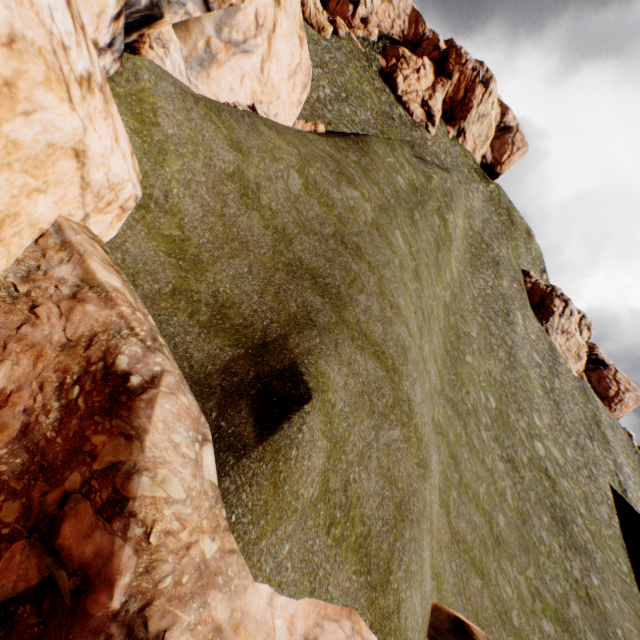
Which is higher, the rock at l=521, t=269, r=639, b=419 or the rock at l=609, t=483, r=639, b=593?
the rock at l=521, t=269, r=639, b=419

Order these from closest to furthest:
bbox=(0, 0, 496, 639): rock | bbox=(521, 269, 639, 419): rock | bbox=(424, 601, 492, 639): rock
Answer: bbox=(0, 0, 496, 639): rock → bbox=(424, 601, 492, 639): rock → bbox=(521, 269, 639, 419): rock

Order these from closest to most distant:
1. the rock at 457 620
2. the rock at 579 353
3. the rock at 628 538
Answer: the rock at 457 620 → the rock at 628 538 → the rock at 579 353

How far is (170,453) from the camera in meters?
5.1

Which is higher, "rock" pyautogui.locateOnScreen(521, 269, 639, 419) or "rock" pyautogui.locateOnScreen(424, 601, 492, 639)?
"rock" pyautogui.locateOnScreen(521, 269, 639, 419)

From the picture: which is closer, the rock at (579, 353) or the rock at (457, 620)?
the rock at (457, 620)

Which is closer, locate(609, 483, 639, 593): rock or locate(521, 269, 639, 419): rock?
locate(609, 483, 639, 593): rock
